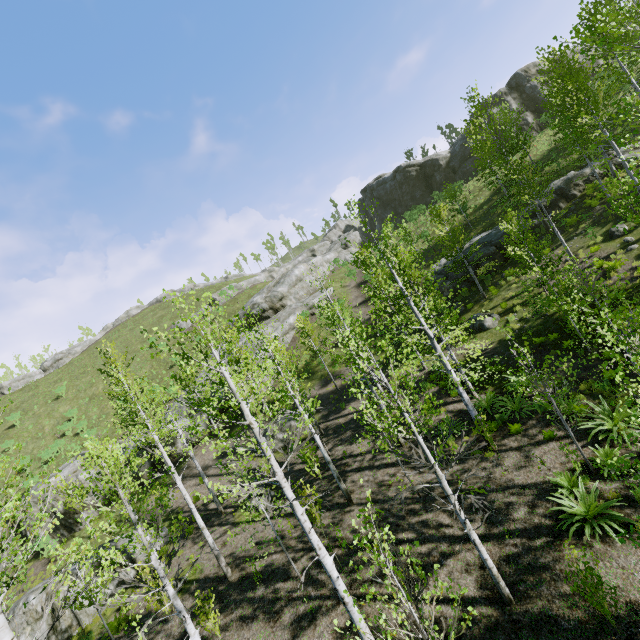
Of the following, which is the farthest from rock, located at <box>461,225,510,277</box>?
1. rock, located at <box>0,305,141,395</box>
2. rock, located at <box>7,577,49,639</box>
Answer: rock, located at <box>0,305,141,395</box>

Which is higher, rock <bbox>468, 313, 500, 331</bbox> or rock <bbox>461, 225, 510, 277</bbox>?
rock <bbox>461, 225, 510, 277</bbox>

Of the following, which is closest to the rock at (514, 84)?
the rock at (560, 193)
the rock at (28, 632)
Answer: the rock at (560, 193)

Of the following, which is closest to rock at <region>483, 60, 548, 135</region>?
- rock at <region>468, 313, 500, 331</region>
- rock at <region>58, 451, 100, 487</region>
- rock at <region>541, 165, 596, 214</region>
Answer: rock at <region>541, 165, 596, 214</region>

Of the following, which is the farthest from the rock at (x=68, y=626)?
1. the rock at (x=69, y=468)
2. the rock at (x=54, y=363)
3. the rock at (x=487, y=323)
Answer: the rock at (x=54, y=363)

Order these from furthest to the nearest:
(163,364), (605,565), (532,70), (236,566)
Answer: (163,364), (532,70), (236,566), (605,565)

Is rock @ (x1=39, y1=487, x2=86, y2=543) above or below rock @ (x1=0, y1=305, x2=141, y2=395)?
below

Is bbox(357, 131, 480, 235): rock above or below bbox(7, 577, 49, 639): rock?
above
